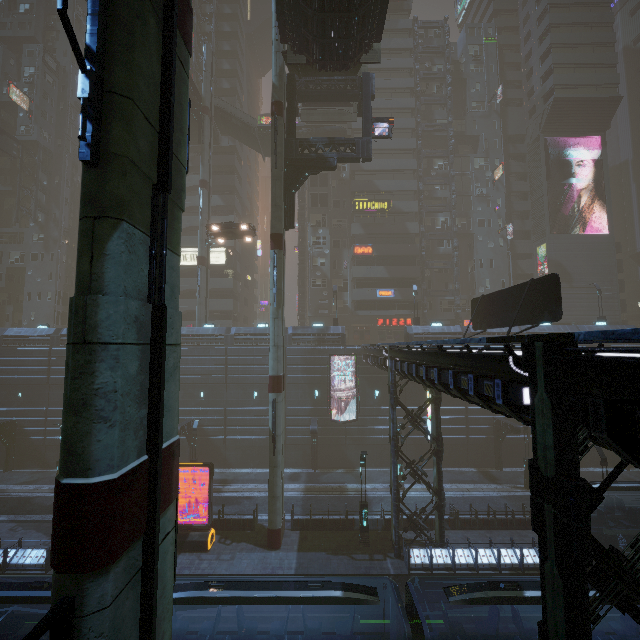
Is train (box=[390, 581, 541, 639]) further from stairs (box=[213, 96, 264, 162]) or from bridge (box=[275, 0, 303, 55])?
stairs (box=[213, 96, 264, 162])

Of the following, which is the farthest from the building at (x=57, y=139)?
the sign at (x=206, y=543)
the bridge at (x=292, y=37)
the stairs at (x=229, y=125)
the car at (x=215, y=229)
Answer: the car at (x=215, y=229)

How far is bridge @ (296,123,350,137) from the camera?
39.25m

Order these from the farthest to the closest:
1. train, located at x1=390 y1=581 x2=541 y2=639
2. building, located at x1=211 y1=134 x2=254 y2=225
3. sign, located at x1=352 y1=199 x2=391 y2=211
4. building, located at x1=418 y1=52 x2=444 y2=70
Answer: building, located at x1=418 y1=52 x2=444 y2=70
building, located at x1=211 y1=134 x2=254 y2=225
sign, located at x1=352 y1=199 x2=391 y2=211
train, located at x1=390 y1=581 x2=541 y2=639

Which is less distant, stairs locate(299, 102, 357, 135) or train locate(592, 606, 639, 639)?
train locate(592, 606, 639, 639)

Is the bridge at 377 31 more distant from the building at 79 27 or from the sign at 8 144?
the sign at 8 144

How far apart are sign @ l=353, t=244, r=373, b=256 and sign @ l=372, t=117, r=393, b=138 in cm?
2017

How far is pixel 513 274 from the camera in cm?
4806
